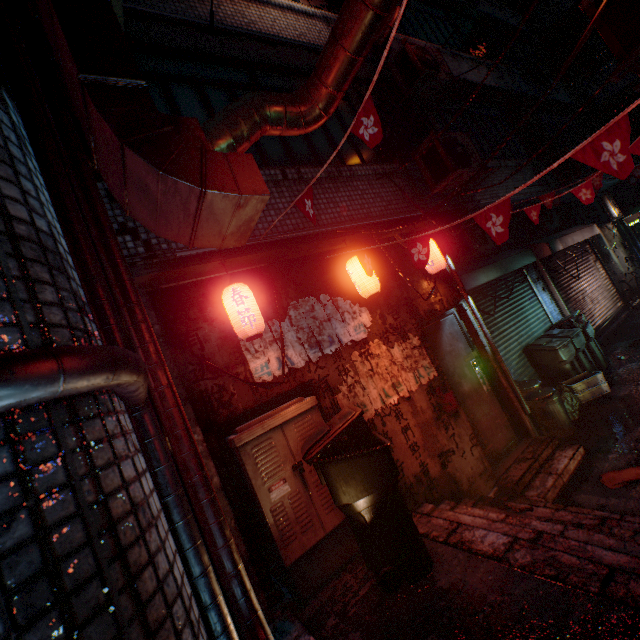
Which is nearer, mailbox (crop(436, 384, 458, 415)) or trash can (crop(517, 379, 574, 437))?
mailbox (crop(436, 384, 458, 415))

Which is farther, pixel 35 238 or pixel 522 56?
pixel 522 56

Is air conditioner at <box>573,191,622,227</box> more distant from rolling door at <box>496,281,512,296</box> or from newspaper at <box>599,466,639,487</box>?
newspaper at <box>599,466,639,487</box>

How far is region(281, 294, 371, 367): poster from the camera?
3.2 meters

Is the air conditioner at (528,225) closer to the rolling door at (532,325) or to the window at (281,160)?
the rolling door at (532,325)

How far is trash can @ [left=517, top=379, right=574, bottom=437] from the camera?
4.65m

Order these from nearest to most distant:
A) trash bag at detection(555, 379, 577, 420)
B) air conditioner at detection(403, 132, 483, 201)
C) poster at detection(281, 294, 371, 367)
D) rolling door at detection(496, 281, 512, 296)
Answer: poster at detection(281, 294, 371, 367), air conditioner at detection(403, 132, 483, 201), trash bag at detection(555, 379, 577, 420), rolling door at detection(496, 281, 512, 296)

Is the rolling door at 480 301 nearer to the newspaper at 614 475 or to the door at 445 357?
the door at 445 357
